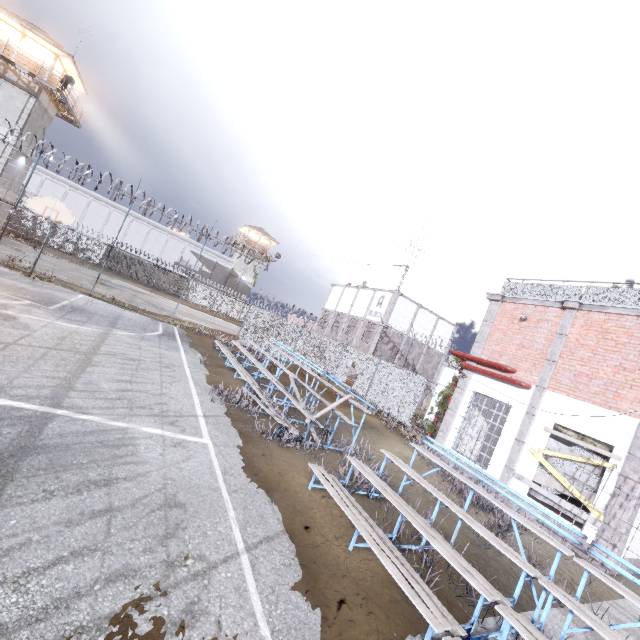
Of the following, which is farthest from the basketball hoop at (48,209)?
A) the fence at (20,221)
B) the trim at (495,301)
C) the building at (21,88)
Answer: the trim at (495,301)

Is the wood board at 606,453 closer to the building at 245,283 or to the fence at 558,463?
the fence at 558,463

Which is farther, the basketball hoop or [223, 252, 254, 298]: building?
[223, 252, 254, 298]: building

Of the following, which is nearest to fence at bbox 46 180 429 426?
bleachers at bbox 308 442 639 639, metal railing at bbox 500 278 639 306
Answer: metal railing at bbox 500 278 639 306

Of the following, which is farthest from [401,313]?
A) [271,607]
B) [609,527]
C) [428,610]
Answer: [271,607]

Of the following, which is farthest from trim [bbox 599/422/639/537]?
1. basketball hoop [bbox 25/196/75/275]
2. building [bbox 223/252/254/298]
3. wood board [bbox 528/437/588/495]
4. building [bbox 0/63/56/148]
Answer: building [bbox 223/252/254/298]

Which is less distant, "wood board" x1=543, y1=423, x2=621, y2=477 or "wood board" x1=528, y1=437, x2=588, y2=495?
"wood board" x1=543, y1=423, x2=621, y2=477

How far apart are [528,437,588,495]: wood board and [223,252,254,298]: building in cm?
4621
